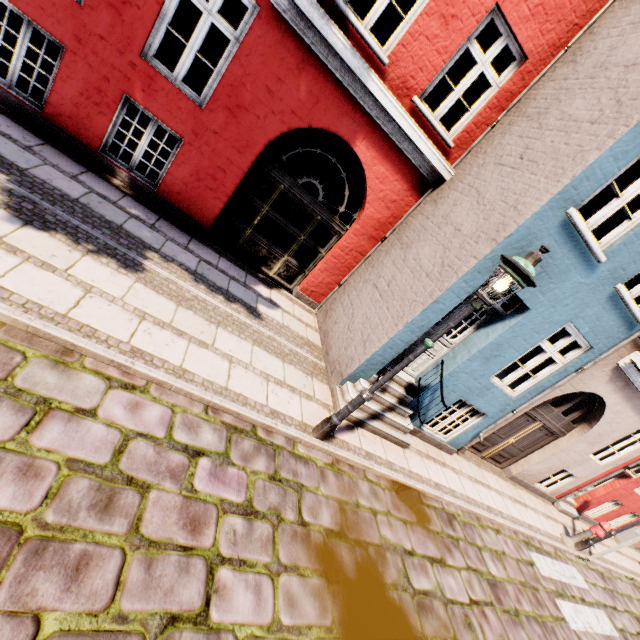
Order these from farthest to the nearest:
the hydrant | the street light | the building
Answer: the hydrant
the building
the street light

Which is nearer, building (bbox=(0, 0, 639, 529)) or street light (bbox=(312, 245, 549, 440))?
street light (bbox=(312, 245, 549, 440))

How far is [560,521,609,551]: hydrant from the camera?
8.8 meters

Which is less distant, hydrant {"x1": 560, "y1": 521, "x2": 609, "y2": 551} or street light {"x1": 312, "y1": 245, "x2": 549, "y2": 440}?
street light {"x1": 312, "y1": 245, "x2": 549, "y2": 440}

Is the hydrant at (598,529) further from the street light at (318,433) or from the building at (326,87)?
the street light at (318,433)

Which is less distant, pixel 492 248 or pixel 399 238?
pixel 492 248

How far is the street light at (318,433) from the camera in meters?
3.5

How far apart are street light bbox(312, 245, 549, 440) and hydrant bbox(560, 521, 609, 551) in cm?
921
